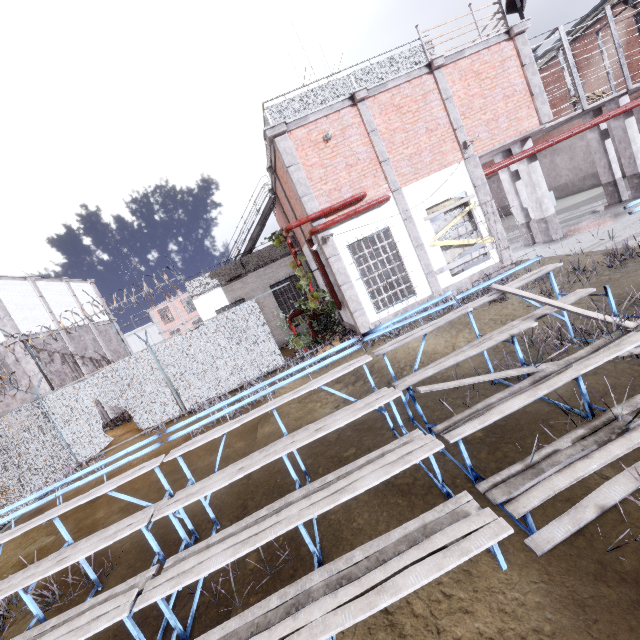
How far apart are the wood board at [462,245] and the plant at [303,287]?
4.0 meters

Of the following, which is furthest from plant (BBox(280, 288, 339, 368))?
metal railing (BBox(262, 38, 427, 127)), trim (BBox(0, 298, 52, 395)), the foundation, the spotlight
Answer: the foundation

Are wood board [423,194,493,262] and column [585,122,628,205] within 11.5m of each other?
yes

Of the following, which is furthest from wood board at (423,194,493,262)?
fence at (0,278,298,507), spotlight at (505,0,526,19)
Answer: spotlight at (505,0,526,19)

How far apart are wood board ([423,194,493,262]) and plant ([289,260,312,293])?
4.0m

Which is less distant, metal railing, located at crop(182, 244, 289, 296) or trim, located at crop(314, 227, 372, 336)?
trim, located at crop(314, 227, 372, 336)

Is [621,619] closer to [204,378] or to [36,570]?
[36,570]

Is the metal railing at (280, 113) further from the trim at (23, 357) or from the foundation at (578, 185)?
the foundation at (578, 185)
